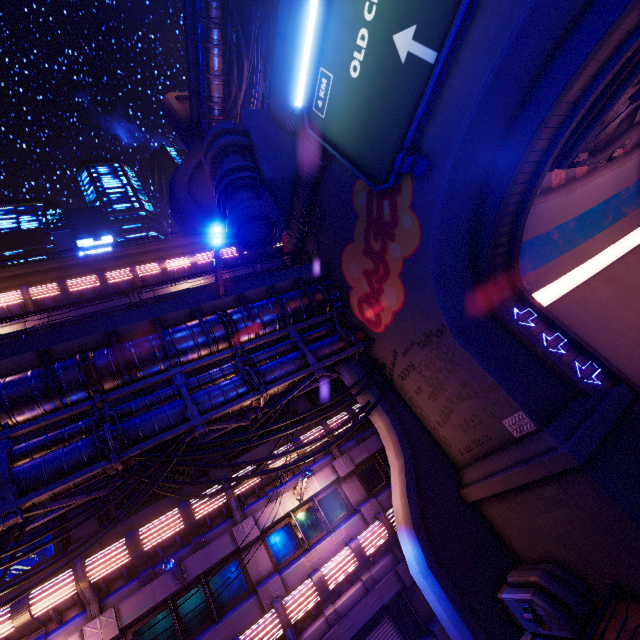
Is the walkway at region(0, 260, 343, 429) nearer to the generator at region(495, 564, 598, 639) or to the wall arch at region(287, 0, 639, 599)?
the wall arch at region(287, 0, 639, 599)

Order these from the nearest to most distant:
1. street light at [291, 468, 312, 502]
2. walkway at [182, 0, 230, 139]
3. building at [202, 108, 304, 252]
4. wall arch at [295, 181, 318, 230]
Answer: street light at [291, 468, 312, 502], building at [202, 108, 304, 252], wall arch at [295, 181, 318, 230], walkway at [182, 0, 230, 139]

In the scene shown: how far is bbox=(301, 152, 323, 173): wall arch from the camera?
14.4 meters

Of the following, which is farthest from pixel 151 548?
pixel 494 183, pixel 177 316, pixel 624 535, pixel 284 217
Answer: pixel 494 183

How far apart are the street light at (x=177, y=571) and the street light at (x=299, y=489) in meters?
4.5

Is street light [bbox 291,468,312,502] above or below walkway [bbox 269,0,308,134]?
below

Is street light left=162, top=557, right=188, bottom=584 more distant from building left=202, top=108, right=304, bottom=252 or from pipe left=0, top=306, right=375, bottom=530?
building left=202, top=108, right=304, bottom=252

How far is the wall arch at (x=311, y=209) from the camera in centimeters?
1566cm
